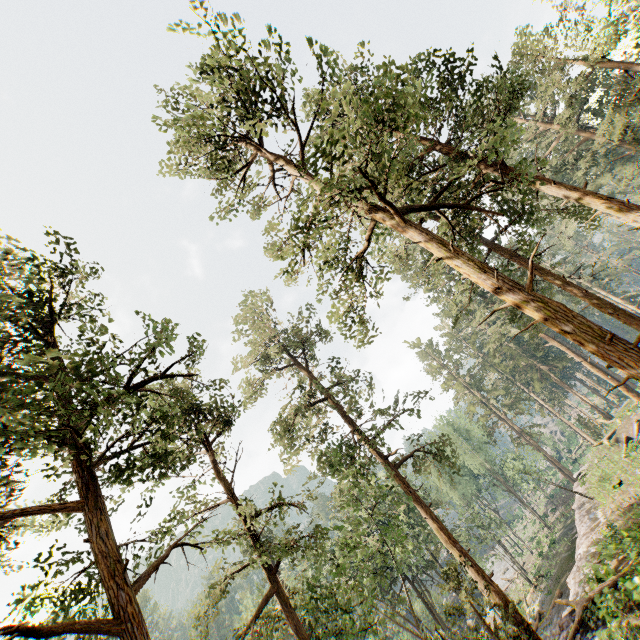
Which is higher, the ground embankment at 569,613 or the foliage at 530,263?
the foliage at 530,263

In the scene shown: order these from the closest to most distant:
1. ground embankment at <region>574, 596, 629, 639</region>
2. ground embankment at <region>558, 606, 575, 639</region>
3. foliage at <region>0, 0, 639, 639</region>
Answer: foliage at <region>0, 0, 639, 639</region>
ground embankment at <region>574, 596, 629, 639</region>
ground embankment at <region>558, 606, 575, 639</region>

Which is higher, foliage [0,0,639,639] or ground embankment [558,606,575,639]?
foliage [0,0,639,639]

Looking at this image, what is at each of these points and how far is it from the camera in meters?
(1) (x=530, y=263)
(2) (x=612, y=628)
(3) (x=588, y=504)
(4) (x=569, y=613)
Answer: (1) foliage, 7.3
(2) ground embankment, 11.5
(3) ground embankment, 25.7
(4) ground embankment, 14.8

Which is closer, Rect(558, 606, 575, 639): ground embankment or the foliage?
the foliage

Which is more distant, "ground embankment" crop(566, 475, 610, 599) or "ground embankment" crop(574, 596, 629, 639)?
"ground embankment" crop(566, 475, 610, 599)
